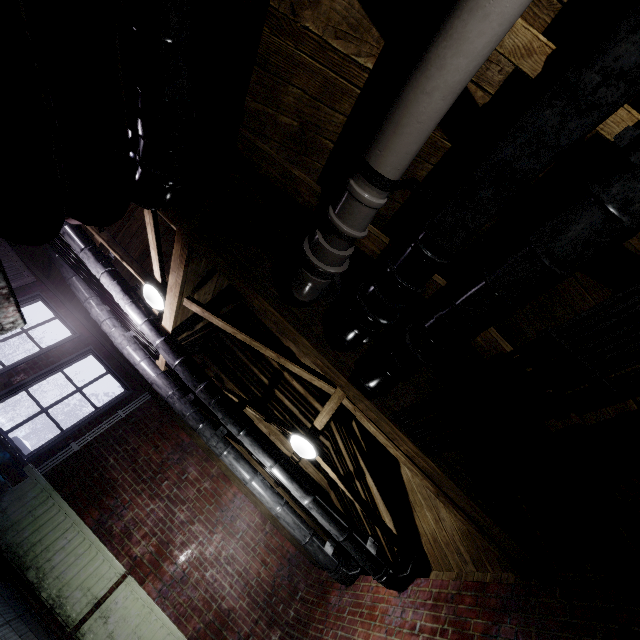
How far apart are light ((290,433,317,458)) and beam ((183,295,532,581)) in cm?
1

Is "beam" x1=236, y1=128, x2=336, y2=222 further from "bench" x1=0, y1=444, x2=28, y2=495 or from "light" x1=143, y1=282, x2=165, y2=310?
"bench" x1=0, y1=444, x2=28, y2=495

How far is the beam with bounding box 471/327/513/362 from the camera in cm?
165

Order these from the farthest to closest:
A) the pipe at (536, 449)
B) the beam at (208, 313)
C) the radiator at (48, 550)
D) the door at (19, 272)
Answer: the door at (19, 272) → the radiator at (48, 550) → the beam at (208, 313) → the pipe at (536, 449)

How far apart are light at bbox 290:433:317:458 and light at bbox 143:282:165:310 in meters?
2.0

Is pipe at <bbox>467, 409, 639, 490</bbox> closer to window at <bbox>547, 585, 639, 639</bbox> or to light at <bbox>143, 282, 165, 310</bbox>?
window at <bbox>547, 585, 639, 639</bbox>

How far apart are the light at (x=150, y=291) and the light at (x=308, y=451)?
2.0 meters

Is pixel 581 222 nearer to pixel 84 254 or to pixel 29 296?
pixel 84 254
